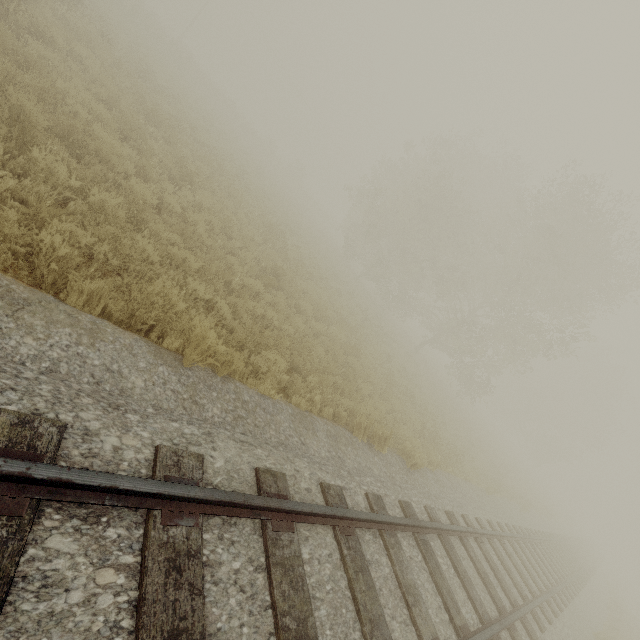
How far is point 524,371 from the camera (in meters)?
25.47
